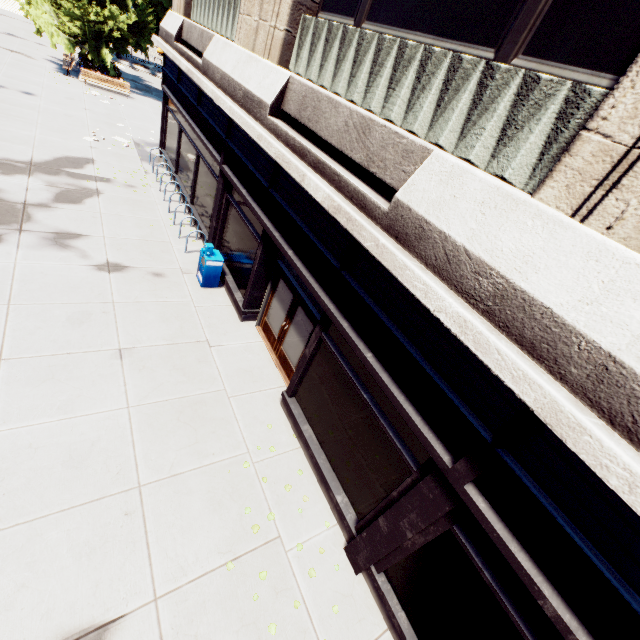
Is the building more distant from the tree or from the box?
the tree

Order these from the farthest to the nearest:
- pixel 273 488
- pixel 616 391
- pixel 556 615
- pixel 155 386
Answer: pixel 155 386 → pixel 273 488 → pixel 556 615 → pixel 616 391

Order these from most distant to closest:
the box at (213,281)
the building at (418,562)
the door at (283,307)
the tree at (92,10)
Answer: the tree at (92,10), the box at (213,281), the door at (283,307), the building at (418,562)

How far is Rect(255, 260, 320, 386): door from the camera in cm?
763

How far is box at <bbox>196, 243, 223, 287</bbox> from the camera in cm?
966

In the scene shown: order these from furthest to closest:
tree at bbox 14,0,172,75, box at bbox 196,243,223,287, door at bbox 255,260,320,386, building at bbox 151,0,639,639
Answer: tree at bbox 14,0,172,75, box at bbox 196,243,223,287, door at bbox 255,260,320,386, building at bbox 151,0,639,639

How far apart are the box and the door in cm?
187

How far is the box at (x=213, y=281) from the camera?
9.7m
